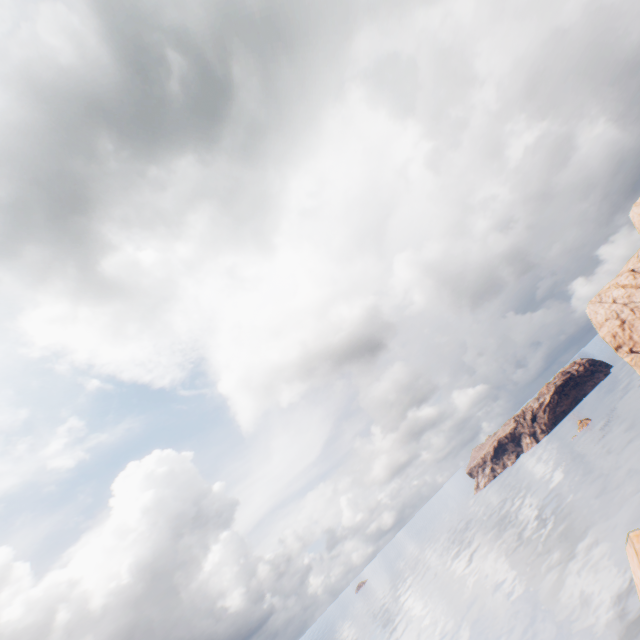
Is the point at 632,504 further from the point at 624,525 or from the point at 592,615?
the point at 592,615
